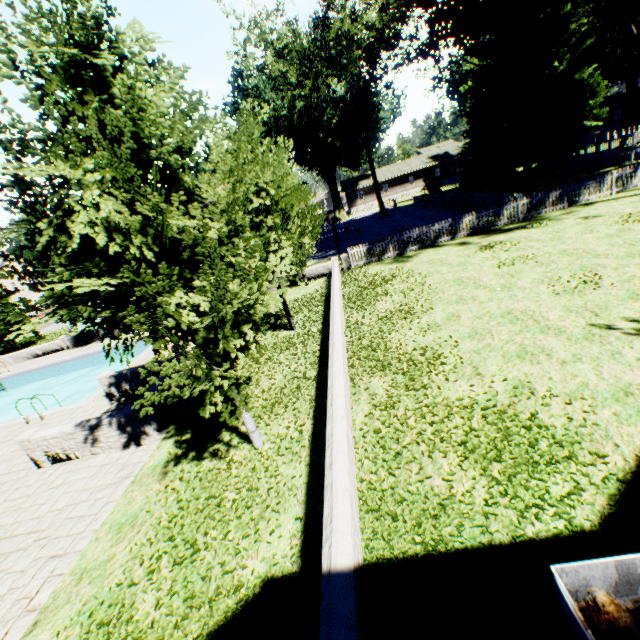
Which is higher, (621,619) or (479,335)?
(621,619)

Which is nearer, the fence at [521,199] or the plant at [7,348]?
the fence at [521,199]

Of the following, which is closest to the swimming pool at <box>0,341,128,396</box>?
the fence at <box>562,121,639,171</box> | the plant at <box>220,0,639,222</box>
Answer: the plant at <box>220,0,639,222</box>

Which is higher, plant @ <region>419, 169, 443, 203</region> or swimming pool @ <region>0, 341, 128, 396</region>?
plant @ <region>419, 169, 443, 203</region>

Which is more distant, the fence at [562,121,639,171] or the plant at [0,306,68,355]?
the plant at [0,306,68,355]

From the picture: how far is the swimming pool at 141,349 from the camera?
15.7m

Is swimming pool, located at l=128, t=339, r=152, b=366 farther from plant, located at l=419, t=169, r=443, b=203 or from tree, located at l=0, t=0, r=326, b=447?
plant, located at l=419, t=169, r=443, b=203

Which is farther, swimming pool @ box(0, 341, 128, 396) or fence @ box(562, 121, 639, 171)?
fence @ box(562, 121, 639, 171)
